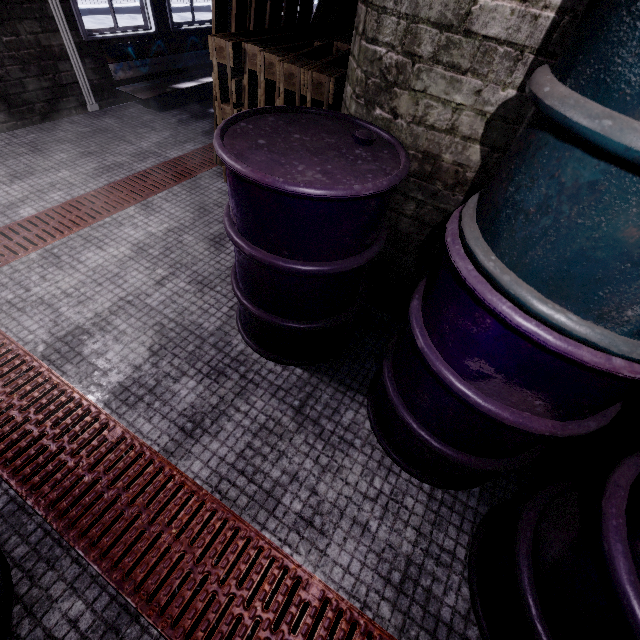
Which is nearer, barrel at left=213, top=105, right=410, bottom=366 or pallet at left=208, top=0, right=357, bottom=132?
barrel at left=213, top=105, right=410, bottom=366

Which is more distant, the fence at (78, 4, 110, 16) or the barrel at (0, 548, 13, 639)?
the fence at (78, 4, 110, 16)

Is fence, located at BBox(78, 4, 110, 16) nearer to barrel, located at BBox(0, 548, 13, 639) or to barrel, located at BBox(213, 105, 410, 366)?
barrel, located at BBox(0, 548, 13, 639)

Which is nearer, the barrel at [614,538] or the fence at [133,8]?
the barrel at [614,538]

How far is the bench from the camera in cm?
343

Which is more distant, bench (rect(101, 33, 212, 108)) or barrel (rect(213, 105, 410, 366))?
bench (rect(101, 33, 212, 108))

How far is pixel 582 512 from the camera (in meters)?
0.96

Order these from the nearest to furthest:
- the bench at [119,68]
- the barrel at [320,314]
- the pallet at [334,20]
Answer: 1. the barrel at [320,314]
2. the pallet at [334,20]
3. the bench at [119,68]
